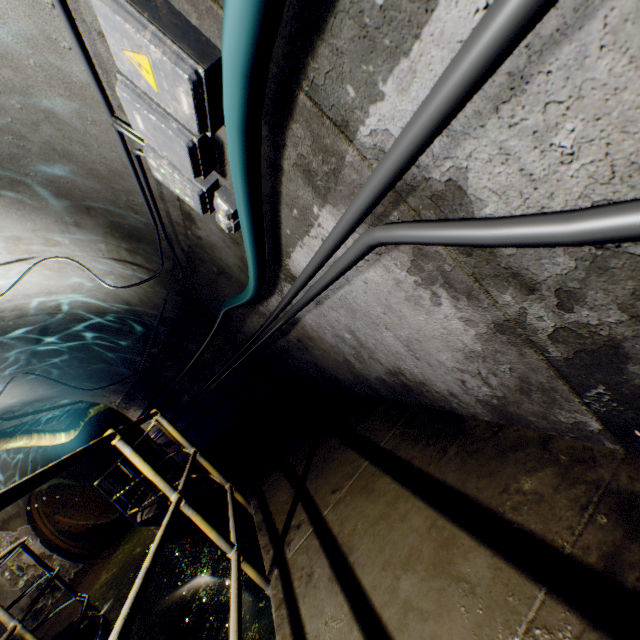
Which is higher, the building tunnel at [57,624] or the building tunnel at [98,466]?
the building tunnel at [98,466]

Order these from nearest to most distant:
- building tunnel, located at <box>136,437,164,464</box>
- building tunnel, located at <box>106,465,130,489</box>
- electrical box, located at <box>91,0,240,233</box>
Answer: electrical box, located at <box>91,0,240,233</box>
building tunnel, located at <box>106,465,130,489</box>
building tunnel, located at <box>136,437,164,464</box>

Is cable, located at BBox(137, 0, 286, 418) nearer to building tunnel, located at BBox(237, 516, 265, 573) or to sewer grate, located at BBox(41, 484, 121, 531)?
building tunnel, located at BBox(237, 516, 265, 573)

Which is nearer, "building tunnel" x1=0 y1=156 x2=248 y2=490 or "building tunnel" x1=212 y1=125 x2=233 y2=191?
"building tunnel" x1=212 y1=125 x2=233 y2=191

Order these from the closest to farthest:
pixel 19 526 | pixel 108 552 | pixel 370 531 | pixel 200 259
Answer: pixel 370 531 → pixel 200 259 → pixel 19 526 → pixel 108 552

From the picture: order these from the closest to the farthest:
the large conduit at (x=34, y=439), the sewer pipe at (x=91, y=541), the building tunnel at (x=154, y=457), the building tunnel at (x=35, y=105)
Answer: the building tunnel at (x=35, y=105) → the large conduit at (x=34, y=439) → the sewer pipe at (x=91, y=541) → the building tunnel at (x=154, y=457)

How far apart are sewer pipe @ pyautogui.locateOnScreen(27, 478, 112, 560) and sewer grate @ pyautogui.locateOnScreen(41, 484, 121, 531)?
0.00m

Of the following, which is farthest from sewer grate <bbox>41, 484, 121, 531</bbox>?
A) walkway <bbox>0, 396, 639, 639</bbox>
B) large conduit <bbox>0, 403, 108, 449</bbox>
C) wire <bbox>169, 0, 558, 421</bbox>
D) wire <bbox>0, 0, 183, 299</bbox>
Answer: wire <bbox>0, 0, 183, 299</bbox>
